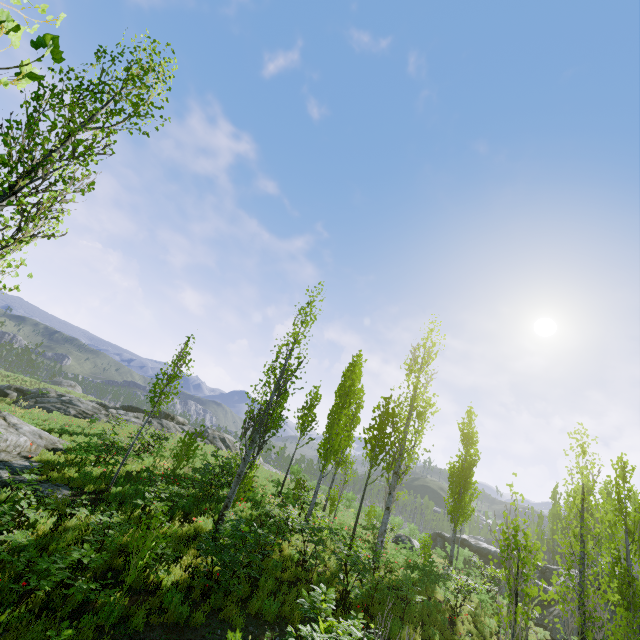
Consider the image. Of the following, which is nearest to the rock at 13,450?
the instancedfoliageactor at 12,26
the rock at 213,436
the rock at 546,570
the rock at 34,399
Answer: the instancedfoliageactor at 12,26

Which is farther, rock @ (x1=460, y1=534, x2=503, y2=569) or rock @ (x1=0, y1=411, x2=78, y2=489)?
rock @ (x1=460, y1=534, x2=503, y2=569)

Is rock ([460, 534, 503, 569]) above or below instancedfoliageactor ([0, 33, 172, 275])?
below

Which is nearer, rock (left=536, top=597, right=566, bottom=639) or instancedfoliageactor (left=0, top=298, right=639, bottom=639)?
instancedfoliageactor (left=0, top=298, right=639, bottom=639)

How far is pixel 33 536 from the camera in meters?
7.7 m

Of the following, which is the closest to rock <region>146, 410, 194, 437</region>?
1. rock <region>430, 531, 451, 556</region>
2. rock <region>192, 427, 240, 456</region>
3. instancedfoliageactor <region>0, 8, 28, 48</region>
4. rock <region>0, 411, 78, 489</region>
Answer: instancedfoliageactor <region>0, 8, 28, 48</region>

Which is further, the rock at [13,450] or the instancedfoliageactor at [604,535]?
the rock at [13,450]
